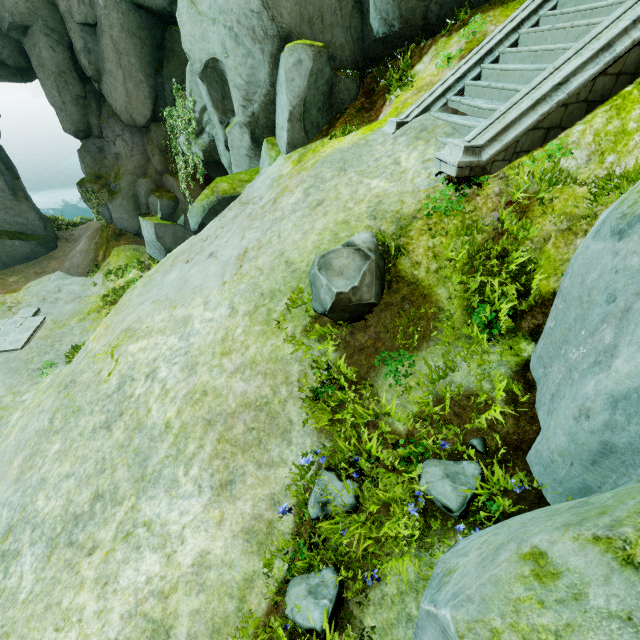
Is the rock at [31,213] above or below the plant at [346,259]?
below

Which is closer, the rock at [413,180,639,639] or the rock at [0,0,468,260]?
the rock at [413,180,639,639]

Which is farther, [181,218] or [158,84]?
[181,218]

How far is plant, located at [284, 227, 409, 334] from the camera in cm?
430

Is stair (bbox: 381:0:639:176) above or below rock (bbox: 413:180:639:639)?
above

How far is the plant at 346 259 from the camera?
4.30m

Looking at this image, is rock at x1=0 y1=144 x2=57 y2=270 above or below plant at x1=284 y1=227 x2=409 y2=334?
below

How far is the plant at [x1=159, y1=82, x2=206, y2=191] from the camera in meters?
11.7
